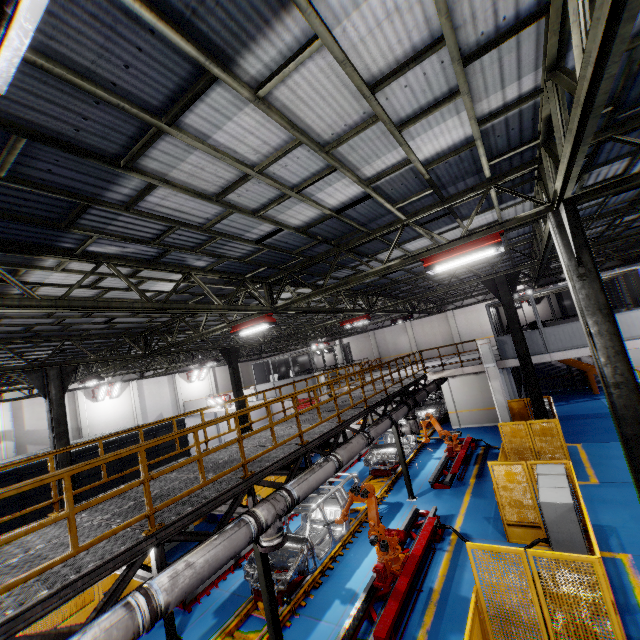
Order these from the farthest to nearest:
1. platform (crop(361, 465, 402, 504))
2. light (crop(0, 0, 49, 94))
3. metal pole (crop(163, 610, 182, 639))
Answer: platform (crop(361, 465, 402, 504)) < metal pole (crop(163, 610, 182, 639)) < light (crop(0, 0, 49, 94))

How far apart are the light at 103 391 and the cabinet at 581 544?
27.85m

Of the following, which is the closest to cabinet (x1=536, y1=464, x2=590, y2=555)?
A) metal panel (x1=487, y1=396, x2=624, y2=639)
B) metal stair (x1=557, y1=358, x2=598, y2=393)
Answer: metal panel (x1=487, y1=396, x2=624, y2=639)

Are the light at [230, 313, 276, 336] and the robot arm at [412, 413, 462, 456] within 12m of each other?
yes

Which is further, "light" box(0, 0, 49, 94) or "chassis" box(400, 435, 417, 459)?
"chassis" box(400, 435, 417, 459)

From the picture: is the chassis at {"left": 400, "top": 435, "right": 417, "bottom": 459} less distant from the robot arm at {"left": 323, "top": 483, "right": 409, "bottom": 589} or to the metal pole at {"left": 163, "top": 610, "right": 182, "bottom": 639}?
the robot arm at {"left": 323, "top": 483, "right": 409, "bottom": 589}

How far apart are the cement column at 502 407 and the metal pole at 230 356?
12.6 meters

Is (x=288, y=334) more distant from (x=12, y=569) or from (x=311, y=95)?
(x=311, y=95)
